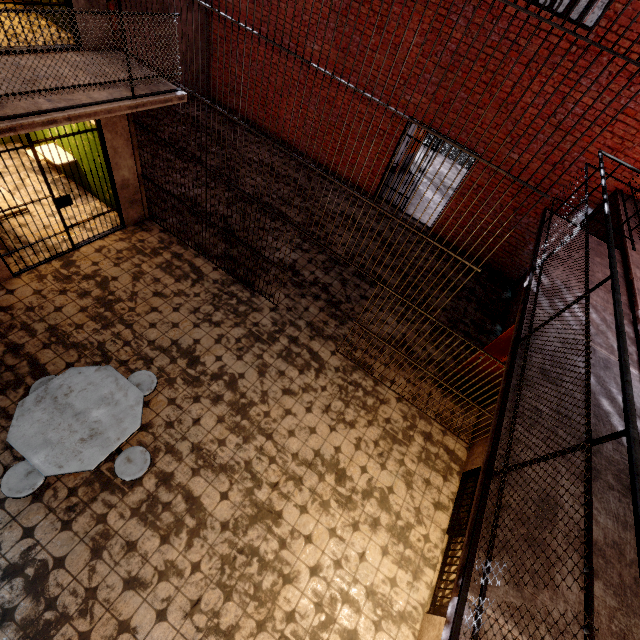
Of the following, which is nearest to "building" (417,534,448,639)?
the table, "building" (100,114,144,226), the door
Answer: the door

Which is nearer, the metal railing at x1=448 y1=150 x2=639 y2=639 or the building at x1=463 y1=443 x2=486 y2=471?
the metal railing at x1=448 y1=150 x2=639 y2=639

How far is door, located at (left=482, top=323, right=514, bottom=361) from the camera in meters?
4.9 m

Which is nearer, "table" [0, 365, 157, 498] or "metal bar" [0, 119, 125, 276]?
"table" [0, 365, 157, 498]

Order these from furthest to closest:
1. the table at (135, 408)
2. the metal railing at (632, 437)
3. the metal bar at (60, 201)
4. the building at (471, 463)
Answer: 1. the building at (471, 463)
2. the metal bar at (60, 201)
3. the table at (135, 408)
4. the metal railing at (632, 437)

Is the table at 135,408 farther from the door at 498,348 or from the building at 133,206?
the door at 498,348

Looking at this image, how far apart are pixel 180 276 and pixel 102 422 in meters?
3.3 m

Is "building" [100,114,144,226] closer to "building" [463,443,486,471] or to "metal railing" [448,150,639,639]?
"metal railing" [448,150,639,639]
